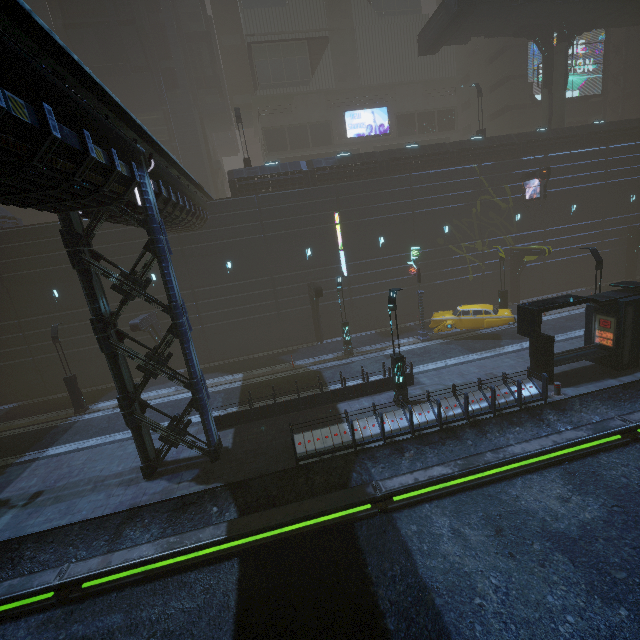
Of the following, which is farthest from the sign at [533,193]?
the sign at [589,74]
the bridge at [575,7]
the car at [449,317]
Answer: the sign at [589,74]

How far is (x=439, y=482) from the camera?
10.96m

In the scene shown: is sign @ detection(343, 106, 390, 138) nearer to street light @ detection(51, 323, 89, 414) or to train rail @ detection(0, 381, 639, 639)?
train rail @ detection(0, 381, 639, 639)

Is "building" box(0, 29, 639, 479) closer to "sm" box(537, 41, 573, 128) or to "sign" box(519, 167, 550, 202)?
"sign" box(519, 167, 550, 202)

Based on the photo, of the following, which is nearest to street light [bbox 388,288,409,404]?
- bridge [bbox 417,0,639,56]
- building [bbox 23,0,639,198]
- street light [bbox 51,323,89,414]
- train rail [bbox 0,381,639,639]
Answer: building [bbox 23,0,639,198]

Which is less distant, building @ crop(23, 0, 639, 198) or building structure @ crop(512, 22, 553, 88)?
building @ crop(23, 0, 639, 198)

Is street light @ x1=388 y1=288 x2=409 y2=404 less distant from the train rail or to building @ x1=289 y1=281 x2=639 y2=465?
building @ x1=289 y1=281 x2=639 y2=465

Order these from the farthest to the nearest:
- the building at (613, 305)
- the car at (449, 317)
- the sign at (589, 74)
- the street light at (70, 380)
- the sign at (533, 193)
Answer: the sign at (589, 74), the sign at (533, 193), the car at (449, 317), the street light at (70, 380), the building at (613, 305)
